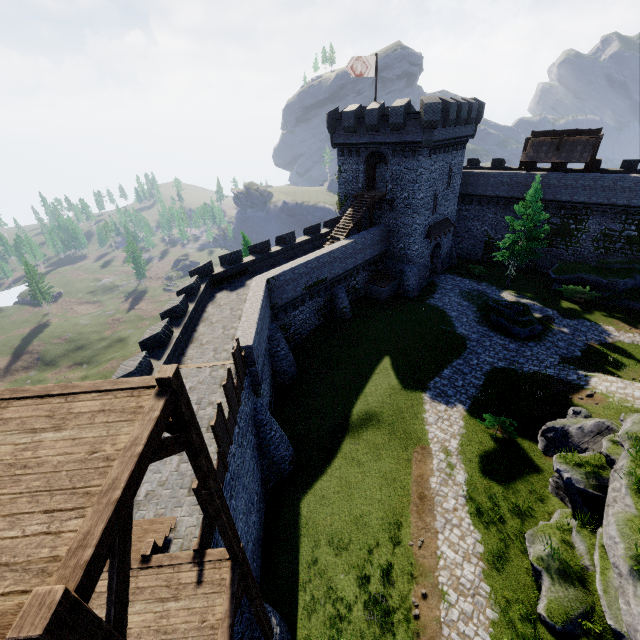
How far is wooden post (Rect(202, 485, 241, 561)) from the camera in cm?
662

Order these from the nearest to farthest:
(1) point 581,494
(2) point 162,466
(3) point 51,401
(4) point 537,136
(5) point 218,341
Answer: (3) point 51,401 → (2) point 162,466 → (1) point 581,494 → (5) point 218,341 → (4) point 537,136

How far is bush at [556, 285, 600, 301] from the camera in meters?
29.6 m

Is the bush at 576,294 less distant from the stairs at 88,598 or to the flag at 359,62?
the flag at 359,62

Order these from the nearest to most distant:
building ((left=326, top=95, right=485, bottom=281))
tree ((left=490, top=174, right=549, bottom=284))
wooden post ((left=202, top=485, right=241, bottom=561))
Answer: wooden post ((left=202, top=485, right=241, bottom=561)), building ((left=326, top=95, right=485, bottom=281)), tree ((left=490, top=174, right=549, bottom=284))

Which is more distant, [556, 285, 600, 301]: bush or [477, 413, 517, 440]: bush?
[556, 285, 600, 301]: bush

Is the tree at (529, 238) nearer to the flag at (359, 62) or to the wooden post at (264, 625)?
the flag at (359, 62)

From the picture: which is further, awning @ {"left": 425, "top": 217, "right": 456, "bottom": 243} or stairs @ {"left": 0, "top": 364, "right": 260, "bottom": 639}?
awning @ {"left": 425, "top": 217, "right": 456, "bottom": 243}
